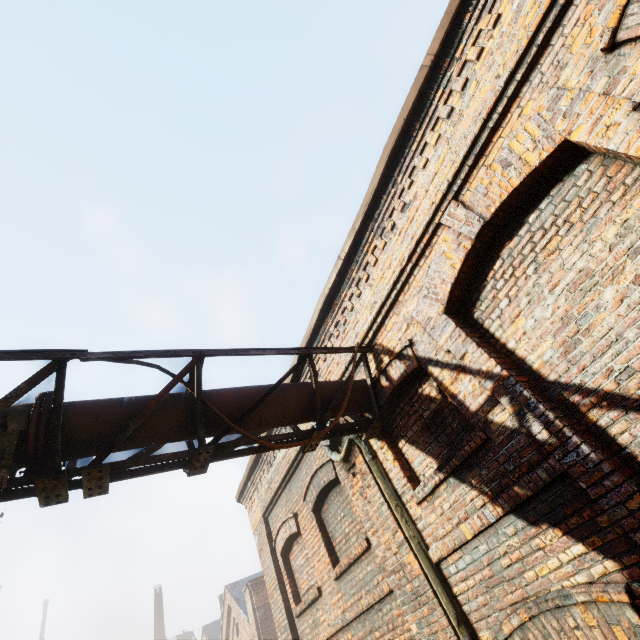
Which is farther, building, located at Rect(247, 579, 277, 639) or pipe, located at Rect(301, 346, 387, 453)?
building, located at Rect(247, 579, 277, 639)

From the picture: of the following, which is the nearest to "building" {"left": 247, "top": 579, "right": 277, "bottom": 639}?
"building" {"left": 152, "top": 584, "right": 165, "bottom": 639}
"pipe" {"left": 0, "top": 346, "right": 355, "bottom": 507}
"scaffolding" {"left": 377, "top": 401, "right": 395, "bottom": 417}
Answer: "pipe" {"left": 0, "top": 346, "right": 355, "bottom": 507}

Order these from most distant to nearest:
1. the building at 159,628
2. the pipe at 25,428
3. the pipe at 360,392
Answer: the building at 159,628
the pipe at 360,392
the pipe at 25,428

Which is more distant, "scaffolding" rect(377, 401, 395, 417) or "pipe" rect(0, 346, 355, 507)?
"scaffolding" rect(377, 401, 395, 417)

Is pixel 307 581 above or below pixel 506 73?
below

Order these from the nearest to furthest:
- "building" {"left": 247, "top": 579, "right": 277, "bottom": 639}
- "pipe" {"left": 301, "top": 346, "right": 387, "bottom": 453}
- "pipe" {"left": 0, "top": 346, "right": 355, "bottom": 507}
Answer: "pipe" {"left": 0, "top": 346, "right": 355, "bottom": 507} < "pipe" {"left": 301, "top": 346, "right": 387, "bottom": 453} < "building" {"left": 247, "top": 579, "right": 277, "bottom": 639}

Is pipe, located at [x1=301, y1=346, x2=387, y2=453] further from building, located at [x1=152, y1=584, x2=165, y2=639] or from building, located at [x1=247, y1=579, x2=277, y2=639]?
building, located at [x1=152, y1=584, x2=165, y2=639]

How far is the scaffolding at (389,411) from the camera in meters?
4.4
